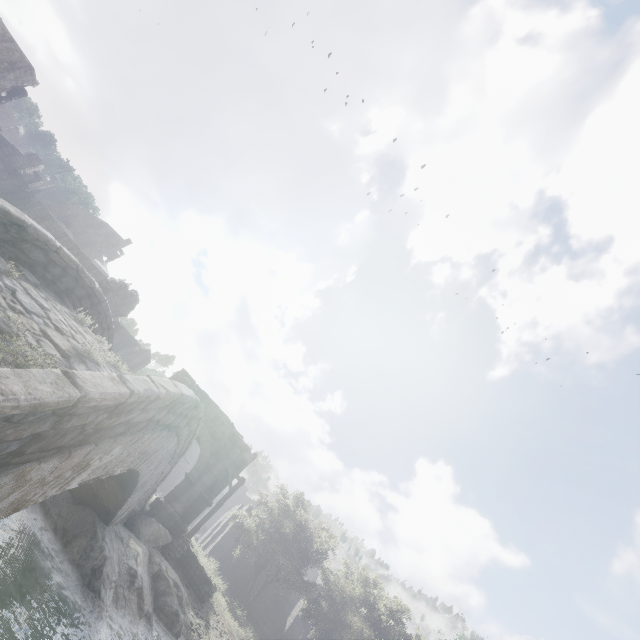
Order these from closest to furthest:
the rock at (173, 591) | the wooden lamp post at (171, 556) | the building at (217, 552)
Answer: the rock at (173, 591)
the wooden lamp post at (171, 556)
the building at (217, 552)

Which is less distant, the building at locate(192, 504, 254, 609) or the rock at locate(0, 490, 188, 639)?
the rock at locate(0, 490, 188, 639)

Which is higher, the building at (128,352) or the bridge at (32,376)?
the building at (128,352)

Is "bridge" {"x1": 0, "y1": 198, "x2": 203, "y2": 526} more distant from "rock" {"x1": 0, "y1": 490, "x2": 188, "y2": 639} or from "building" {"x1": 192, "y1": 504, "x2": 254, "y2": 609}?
"building" {"x1": 192, "y1": 504, "x2": 254, "y2": 609}

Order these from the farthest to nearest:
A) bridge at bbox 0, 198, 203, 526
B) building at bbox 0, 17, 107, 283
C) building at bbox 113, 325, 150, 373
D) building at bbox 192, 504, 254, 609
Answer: building at bbox 113, 325, 150, 373 < building at bbox 192, 504, 254, 609 < building at bbox 0, 17, 107, 283 < bridge at bbox 0, 198, 203, 526

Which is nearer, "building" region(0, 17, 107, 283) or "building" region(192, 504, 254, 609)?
"building" region(0, 17, 107, 283)

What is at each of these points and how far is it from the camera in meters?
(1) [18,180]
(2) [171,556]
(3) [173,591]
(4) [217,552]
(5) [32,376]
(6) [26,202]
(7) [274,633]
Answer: (1) column, 34.1
(2) wooden lamp post, 14.8
(3) rock, 11.9
(4) building, 30.1
(5) bridge, 2.5
(6) building, 34.6
(7) building, 29.3
